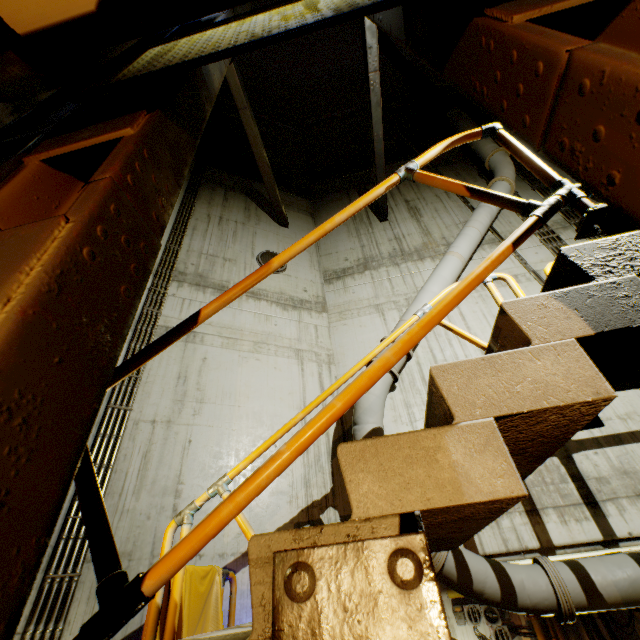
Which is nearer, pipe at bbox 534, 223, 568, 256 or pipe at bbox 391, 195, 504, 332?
pipe at bbox 391, 195, 504, 332

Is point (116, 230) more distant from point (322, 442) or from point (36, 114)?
point (322, 442)

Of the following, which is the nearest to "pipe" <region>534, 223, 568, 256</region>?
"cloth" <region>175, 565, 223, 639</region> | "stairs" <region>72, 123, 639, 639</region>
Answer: "stairs" <region>72, 123, 639, 639</region>

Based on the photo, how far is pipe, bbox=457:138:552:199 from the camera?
8.0m

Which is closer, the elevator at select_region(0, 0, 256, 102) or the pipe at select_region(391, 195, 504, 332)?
the elevator at select_region(0, 0, 256, 102)

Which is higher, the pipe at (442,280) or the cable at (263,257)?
the cable at (263,257)

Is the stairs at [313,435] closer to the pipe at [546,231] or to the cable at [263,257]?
the pipe at [546,231]
